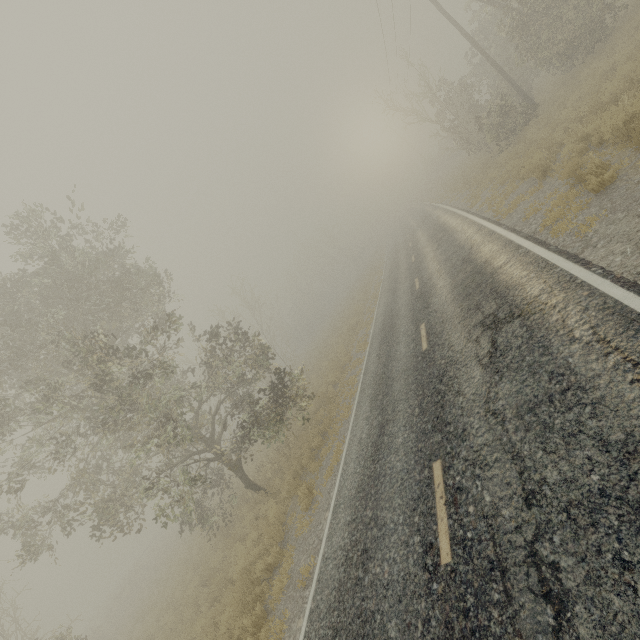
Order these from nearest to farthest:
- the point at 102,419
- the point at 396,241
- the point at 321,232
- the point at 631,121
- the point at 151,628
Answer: the point at 631,121, the point at 102,419, the point at 151,628, the point at 396,241, the point at 321,232

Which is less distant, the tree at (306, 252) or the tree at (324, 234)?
the tree at (306, 252)

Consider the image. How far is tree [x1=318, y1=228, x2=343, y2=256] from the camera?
52.0 meters

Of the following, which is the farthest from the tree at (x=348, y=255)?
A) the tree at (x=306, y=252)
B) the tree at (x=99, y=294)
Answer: the tree at (x=99, y=294)

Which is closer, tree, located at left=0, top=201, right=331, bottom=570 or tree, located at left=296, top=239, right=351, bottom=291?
tree, located at left=0, top=201, right=331, bottom=570

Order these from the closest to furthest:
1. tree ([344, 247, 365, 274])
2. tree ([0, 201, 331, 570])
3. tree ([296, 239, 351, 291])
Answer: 1. tree ([0, 201, 331, 570])
2. tree ([296, 239, 351, 291])
3. tree ([344, 247, 365, 274])

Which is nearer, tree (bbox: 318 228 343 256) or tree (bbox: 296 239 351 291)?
tree (bbox: 296 239 351 291)

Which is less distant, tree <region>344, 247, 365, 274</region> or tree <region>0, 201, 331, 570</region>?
tree <region>0, 201, 331, 570</region>
